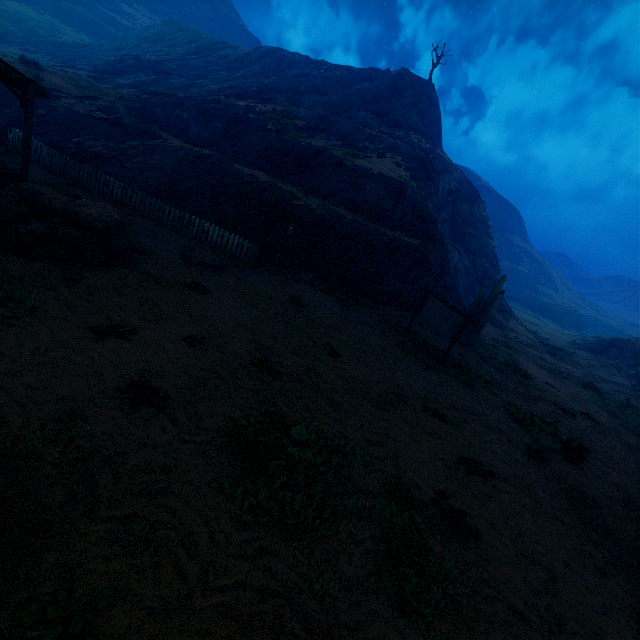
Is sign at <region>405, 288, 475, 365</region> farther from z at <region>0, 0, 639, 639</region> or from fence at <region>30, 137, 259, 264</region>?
fence at <region>30, 137, 259, 264</region>

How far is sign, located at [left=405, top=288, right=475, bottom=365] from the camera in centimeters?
1216cm

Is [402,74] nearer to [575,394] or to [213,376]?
[575,394]

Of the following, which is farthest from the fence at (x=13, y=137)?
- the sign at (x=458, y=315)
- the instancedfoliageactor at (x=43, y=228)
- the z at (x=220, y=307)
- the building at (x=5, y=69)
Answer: the sign at (x=458, y=315)

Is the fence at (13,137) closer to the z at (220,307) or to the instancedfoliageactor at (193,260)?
the z at (220,307)

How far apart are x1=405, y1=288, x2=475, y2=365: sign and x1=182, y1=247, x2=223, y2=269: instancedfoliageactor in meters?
8.5 m

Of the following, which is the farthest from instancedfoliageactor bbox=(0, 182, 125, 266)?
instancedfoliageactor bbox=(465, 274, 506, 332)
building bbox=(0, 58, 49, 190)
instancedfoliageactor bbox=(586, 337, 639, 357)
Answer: instancedfoliageactor bbox=(586, 337, 639, 357)

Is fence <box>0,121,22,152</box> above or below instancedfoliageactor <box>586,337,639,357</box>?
below
